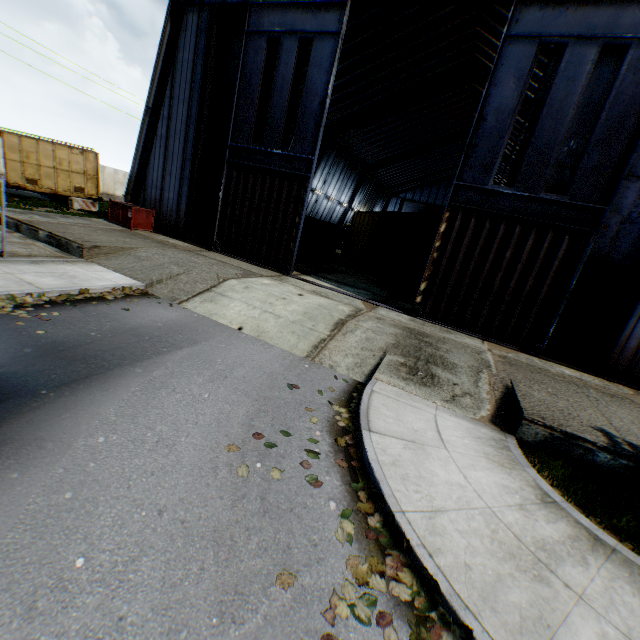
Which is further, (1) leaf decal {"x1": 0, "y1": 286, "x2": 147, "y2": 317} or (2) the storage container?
(2) the storage container

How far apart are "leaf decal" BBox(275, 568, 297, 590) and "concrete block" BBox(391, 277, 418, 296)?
15.45m

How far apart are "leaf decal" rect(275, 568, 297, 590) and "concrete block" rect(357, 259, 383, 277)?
20.93m

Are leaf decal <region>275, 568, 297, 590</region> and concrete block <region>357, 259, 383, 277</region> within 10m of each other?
no

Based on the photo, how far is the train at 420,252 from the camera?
16.09m

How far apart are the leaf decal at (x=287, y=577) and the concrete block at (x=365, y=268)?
20.93m

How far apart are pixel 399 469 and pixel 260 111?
16.04m

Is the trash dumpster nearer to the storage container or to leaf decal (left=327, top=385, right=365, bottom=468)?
the storage container
